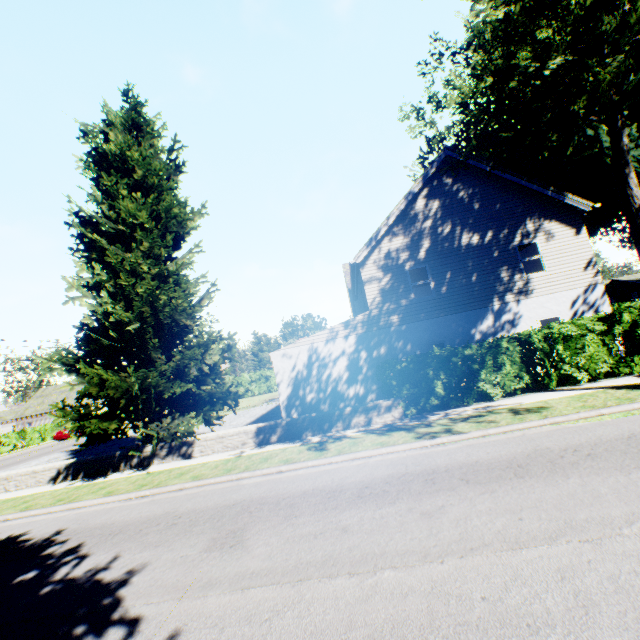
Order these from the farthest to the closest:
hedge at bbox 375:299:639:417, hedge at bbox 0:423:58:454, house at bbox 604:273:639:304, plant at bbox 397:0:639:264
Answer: house at bbox 604:273:639:304 → hedge at bbox 0:423:58:454 → hedge at bbox 375:299:639:417 → plant at bbox 397:0:639:264

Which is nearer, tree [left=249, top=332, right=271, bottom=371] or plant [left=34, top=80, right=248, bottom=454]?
plant [left=34, top=80, right=248, bottom=454]

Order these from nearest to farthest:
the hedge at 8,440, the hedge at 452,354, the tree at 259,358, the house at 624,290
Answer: the hedge at 452,354
the hedge at 8,440
the house at 624,290
the tree at 259,358

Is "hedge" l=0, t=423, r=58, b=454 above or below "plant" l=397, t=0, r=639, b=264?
below

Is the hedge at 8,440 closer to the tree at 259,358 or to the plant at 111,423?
the tree at 259,358

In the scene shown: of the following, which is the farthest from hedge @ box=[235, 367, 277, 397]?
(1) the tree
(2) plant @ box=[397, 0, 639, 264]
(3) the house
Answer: (3) the house

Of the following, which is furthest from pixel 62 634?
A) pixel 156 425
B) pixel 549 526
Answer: pixel 156 425
